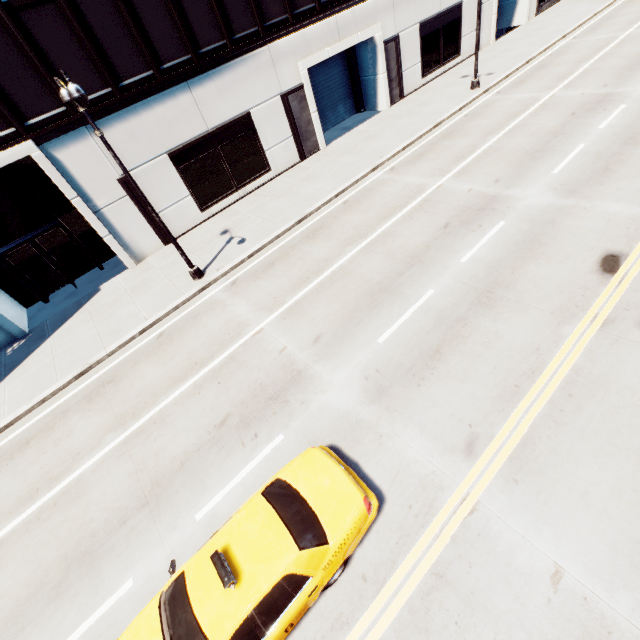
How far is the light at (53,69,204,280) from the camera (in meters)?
8.61

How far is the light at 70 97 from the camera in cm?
861

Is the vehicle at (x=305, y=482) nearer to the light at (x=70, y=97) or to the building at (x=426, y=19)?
the light at (x=70, y=97)

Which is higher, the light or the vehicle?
the light

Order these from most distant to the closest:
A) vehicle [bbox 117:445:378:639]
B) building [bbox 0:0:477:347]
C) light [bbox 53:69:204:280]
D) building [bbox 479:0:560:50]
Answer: building [bbox 479:0:560:50], building [bbox 0:0:477:347], light [bbox 53:69:204:280], vehicle [bbox 117:445:378:639]

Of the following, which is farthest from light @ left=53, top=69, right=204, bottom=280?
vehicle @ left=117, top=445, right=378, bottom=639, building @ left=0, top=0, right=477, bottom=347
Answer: vehicle @ left=117, top=445, right=378, bottom=639

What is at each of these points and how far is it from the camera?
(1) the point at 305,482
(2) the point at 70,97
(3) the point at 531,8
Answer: (1) vehicle, 5.9 meters
(2) light, 8.7 meters
(3) building, 29.4 meters
